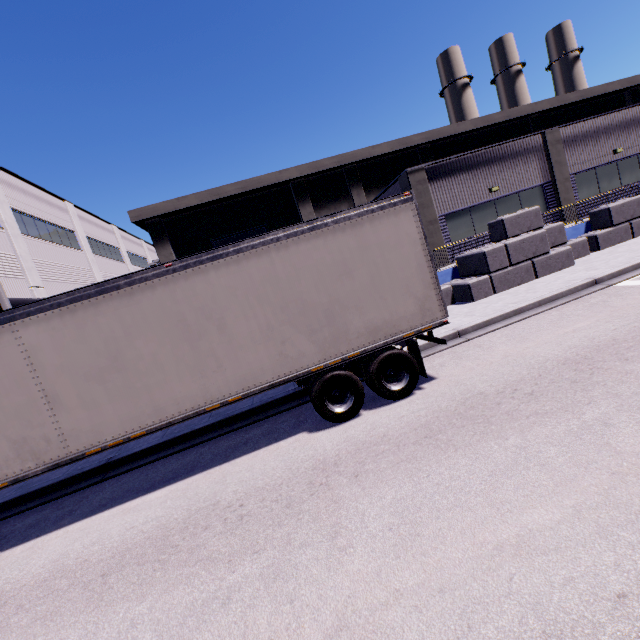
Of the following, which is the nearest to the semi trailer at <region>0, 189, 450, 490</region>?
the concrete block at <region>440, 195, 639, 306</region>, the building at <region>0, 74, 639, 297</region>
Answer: the building at <region>0, 74, 639, 297</region>

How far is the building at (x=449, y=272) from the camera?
14.5m

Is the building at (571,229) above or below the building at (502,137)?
below

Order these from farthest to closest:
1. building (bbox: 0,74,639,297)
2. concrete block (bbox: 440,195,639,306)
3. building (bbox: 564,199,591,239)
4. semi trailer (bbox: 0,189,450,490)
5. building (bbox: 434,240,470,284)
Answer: building (bbox: 0,74,639,297), building (bbox: 564,199,591,239), building (bbox: 434,240,470,284), concrete block (bbox: 440,195,639,306), semi trailer (bbox: 0,189,450,490)

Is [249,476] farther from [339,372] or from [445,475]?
[445,475]

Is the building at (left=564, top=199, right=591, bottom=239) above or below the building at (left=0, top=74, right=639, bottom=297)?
→ below

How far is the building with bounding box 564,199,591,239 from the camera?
15.5m
